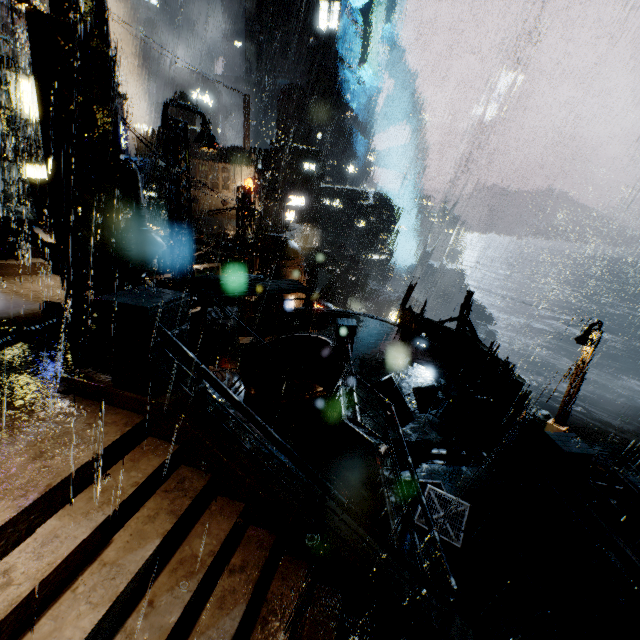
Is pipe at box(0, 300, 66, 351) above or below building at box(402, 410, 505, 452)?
A: above

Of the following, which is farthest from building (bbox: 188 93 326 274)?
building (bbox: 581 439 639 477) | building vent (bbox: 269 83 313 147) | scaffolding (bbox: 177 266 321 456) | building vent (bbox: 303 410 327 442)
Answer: building (bbox: 581 439 639 477)

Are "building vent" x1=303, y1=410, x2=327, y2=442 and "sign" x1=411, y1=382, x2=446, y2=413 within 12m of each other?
no

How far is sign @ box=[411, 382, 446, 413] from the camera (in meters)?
10.43

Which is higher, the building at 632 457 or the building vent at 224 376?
the building vent at 224 376

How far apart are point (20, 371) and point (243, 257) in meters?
17.1 m

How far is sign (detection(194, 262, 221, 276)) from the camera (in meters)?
18.25

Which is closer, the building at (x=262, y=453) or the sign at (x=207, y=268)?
the building at (x=262, y=453)
